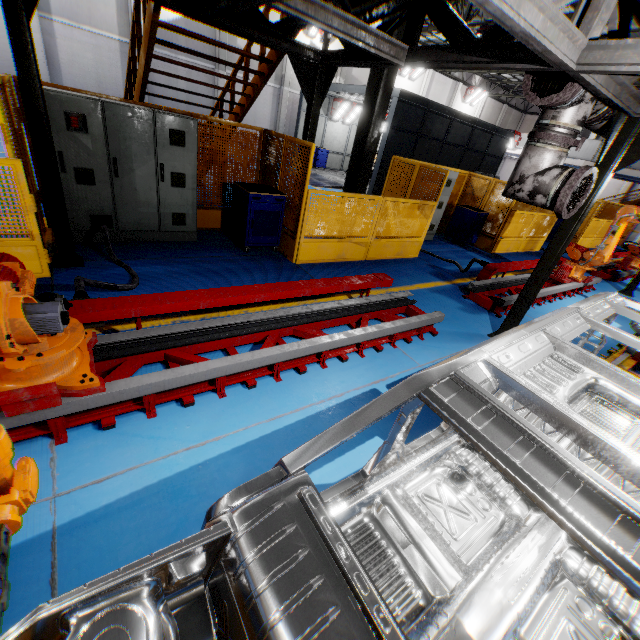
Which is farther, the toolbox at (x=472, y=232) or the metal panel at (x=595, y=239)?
the metal panel at (x=595, y=239)

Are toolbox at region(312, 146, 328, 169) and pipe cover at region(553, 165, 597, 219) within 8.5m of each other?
no

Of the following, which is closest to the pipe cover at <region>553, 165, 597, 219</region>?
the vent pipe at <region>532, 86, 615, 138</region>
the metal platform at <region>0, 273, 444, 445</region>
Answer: the vent pipe at <region>532, 86, 615, 138</region>

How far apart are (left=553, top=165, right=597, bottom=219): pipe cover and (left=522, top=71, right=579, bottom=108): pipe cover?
0.8m

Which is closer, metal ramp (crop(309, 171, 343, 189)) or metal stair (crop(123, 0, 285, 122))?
metal stair (crop(123, 0, 285, 122))

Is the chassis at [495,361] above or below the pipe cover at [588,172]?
below

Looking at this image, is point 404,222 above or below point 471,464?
above

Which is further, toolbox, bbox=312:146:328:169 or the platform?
toolbox, bbox=312:146:328:169
